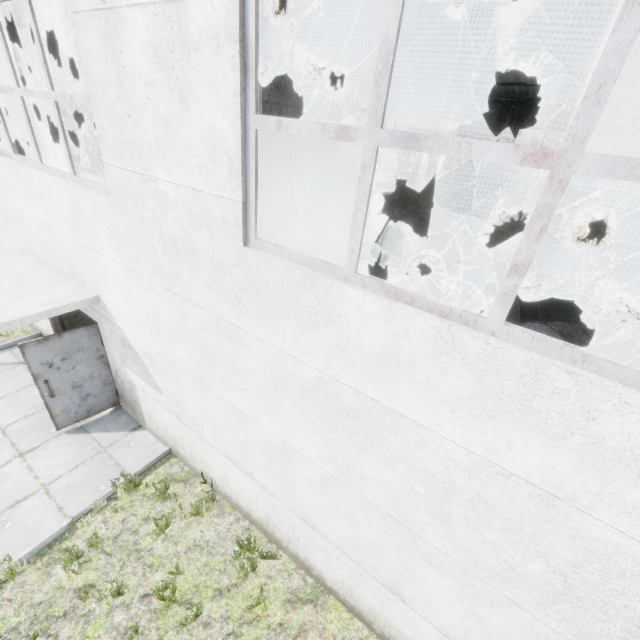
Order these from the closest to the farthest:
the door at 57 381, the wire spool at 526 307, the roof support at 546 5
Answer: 1. the door at 57 381
2. the roof support at 546 5
3. the wire spool at 526 307

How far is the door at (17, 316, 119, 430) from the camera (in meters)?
5.79

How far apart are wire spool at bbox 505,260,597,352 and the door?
11.4m

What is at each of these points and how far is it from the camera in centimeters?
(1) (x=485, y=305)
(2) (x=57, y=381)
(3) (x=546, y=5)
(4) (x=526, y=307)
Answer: (1) wire spool, 1155cm
(2) door, 615cm
(3) roof support, 615cm
(4) wire spool, 1090cm

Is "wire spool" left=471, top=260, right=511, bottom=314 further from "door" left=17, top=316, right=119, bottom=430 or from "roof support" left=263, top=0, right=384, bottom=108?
"door" left=17, top=316, right=119, bottom=430

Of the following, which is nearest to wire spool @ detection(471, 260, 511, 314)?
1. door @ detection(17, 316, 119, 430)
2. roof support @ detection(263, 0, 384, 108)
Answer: roof support @ detection(263, 0, 384, 108)

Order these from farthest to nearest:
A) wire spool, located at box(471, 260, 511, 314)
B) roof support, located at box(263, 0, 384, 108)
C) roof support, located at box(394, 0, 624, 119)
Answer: wire spool, located at box(471, 260, 511, 314)
roof support, located at box(263, 0, 384, 108)
roof support, located at box(394, 0, 624, 119)

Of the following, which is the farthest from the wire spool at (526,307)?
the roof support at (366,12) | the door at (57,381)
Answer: the door at (57,381)
